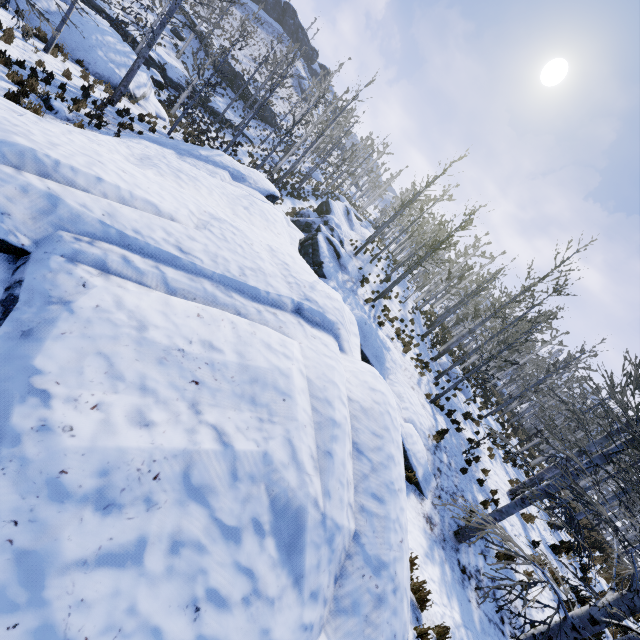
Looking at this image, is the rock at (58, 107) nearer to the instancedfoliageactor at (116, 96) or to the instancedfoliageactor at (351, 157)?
the instancedfoliageactor at (116, 96)

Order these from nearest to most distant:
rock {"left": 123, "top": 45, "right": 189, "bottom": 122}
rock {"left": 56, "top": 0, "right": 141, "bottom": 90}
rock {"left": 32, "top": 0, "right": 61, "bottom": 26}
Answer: rock {"left": 32, "top": 0, "right": 61, "bottom": 26} → rock {"left": 56, "top": 0, "right": 141, "bottom": 90} → rock {"left": 123, "top": 45, "right": 189, "bottom": 122}

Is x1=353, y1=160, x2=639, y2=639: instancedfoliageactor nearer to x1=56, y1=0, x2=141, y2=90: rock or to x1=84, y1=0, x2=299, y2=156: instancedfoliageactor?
x1=56, y1=0, x2=141, y2=90: rock

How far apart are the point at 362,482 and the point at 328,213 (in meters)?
27.65

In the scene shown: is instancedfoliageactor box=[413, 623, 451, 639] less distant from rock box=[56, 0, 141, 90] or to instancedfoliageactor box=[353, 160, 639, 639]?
rock box=[56, 0, 141, 90]

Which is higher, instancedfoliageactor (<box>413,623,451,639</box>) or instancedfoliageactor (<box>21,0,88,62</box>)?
instancedfoliageactor (<box>413,623,451,639</box>)

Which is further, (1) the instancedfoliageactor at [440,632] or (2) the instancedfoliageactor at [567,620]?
(1) the instancedfoliageactor at [440,632]

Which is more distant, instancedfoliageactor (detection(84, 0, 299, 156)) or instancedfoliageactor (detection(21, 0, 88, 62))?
instancedfoliageactor (detection(84, 0, 299, 156))
